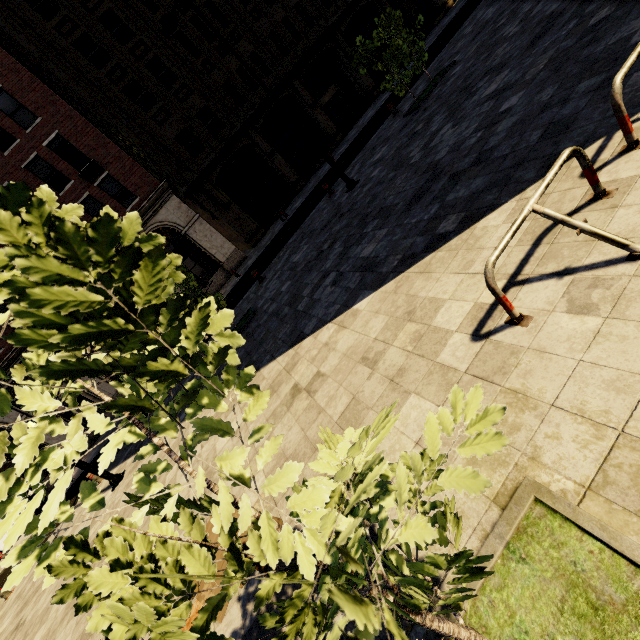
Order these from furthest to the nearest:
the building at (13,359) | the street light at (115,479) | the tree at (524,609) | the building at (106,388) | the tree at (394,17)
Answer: the building at (106,388) < the building at (13,359) < the tree at (394,17) < the street light at (115,479) < the tree at (524,609)

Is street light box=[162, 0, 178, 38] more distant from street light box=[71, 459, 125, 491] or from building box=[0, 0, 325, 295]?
street light box=[71, 459, 125, 491]

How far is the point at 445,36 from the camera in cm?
1930

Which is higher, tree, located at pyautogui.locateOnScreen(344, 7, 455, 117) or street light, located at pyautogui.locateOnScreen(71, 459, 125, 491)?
tree, located at pyautogui.locateOnScreen(344, 7, 455, 117)

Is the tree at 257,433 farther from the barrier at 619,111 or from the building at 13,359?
the building at 13,359

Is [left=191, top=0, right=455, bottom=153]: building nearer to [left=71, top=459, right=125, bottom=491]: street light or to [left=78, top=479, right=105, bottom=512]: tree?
[left=71, top=459, right=125, bottom=491]: street light

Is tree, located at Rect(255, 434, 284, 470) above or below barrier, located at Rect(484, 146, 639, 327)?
above
